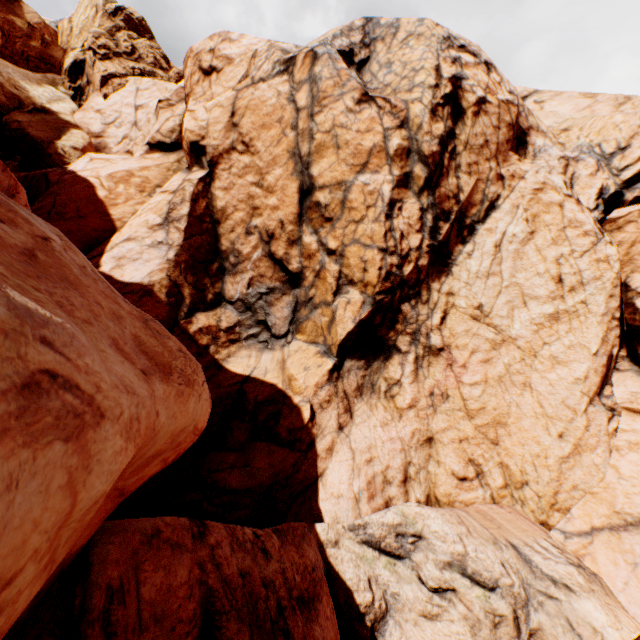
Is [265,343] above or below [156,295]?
below
